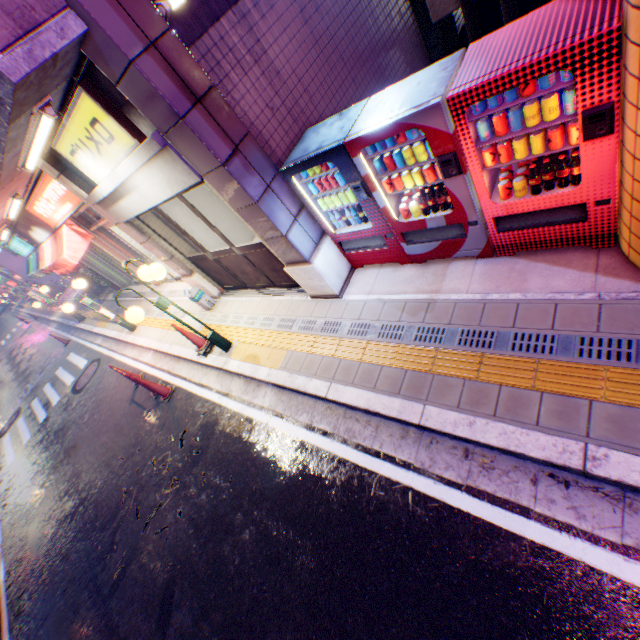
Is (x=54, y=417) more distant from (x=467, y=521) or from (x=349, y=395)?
(x=467, y=521)

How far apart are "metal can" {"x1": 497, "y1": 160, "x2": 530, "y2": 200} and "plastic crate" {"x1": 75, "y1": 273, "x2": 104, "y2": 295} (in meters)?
19.17

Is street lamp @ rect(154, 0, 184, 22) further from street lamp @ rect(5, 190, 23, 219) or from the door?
street lamp @ rect(5, 190, 23, 219)

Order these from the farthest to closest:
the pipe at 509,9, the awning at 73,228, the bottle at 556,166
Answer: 1. the awning at 73,228
2. the pipe at 509,9
3. the bottle at 556,166

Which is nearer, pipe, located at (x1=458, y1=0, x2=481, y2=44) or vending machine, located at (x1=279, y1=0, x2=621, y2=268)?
vending machine, located at (x1=279, y1=0, x2=621, y2=268)

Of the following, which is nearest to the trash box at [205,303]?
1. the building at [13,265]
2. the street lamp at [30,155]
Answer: the street lamp at [30,155]

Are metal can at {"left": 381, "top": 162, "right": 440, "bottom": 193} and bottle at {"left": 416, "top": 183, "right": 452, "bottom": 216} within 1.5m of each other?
yes

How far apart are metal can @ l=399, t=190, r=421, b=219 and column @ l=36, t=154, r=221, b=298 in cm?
534
